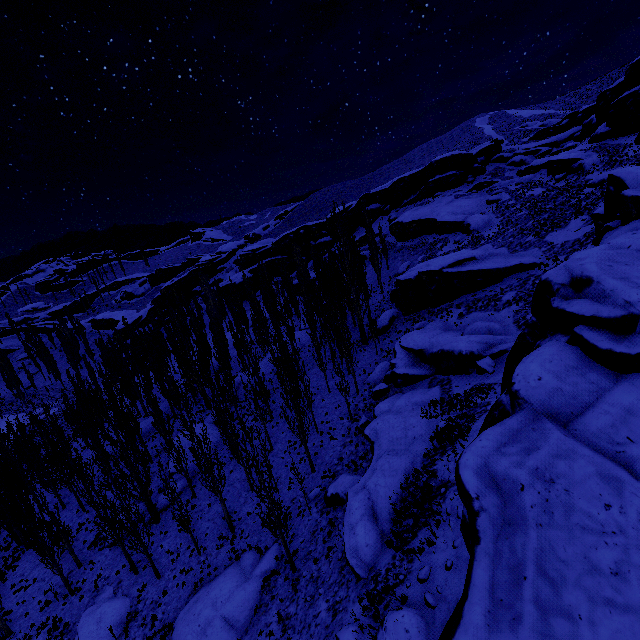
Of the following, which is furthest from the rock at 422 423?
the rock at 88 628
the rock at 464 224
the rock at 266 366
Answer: the rock at 266 366

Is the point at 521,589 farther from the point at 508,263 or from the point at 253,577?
the point at 508,263

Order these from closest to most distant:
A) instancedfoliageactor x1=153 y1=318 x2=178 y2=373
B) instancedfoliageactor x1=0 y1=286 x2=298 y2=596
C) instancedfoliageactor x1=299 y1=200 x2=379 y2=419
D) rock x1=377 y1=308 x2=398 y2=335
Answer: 1. instancedfoliageactor x1=0 y1=286 x2=298 y2=596
2. instancedfoliageactor x1=299 y1=200 x2=379 y2=419
3. rock x1=377 y1=308 x2=398 y2=335
4. instancedfoliageactor x1=153 y1=318 x2=178 y2=373

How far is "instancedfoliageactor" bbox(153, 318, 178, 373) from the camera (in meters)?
55.94

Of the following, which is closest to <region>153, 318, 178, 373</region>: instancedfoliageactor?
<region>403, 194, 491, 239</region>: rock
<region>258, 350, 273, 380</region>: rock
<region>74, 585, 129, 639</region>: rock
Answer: <region>258, 350, 273, 380</region>: rock

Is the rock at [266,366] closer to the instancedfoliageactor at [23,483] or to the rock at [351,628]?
the instancedfoliageactor at [23,483]

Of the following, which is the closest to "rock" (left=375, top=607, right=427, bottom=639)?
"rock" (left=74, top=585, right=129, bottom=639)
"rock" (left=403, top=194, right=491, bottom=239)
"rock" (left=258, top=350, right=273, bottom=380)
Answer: "rock" (left=403, top=194, right=491, bottom=239)

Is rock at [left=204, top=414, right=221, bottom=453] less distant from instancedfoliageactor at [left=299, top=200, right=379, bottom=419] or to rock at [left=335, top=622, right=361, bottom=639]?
instancedfoliageactor at [left=299, top=200, right=379, bottom=419]
